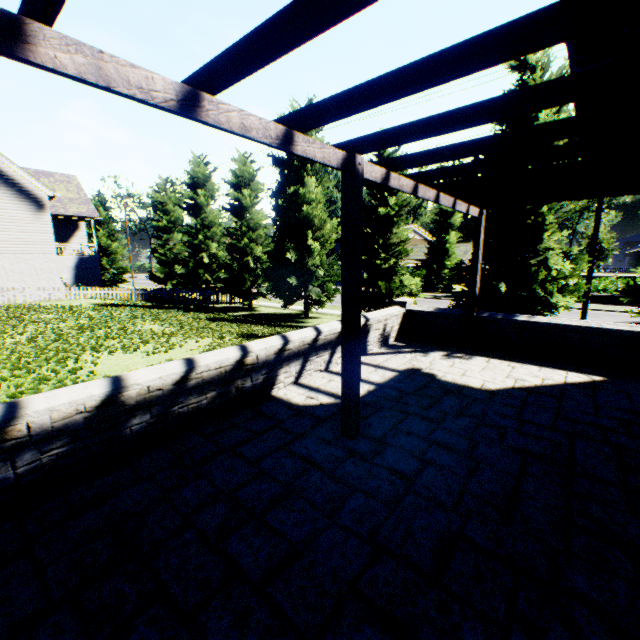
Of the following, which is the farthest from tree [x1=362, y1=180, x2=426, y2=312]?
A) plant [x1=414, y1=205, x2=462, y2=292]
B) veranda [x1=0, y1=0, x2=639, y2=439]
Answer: veranda [x1=0, y1=0, x2=639, y2=439]

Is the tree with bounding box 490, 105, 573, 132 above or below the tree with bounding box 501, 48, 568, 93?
below

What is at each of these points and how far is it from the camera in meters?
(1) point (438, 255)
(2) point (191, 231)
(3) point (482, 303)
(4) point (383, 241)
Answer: (1) plant, 33.2 m
(2) tree, 25.3 m
(3) tree, 13.3 m
(4) tree, 15.2 m

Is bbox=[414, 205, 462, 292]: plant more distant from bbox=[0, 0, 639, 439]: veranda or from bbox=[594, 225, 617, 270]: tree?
bbox=[0, 0, 639, 439]: veranda

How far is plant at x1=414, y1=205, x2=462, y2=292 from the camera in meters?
32.8

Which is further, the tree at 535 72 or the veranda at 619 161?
the tree at 535 72

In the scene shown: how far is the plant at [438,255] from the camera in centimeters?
3275cm

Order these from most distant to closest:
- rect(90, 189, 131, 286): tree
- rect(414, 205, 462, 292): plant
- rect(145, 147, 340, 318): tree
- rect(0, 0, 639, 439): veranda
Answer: rect(90, 189, 131, 286): tree < rect(414, 205, 462, 292): plant < rect(145, 147, 340, 318): tree < rect(0, 0, 639, 439): veranda
